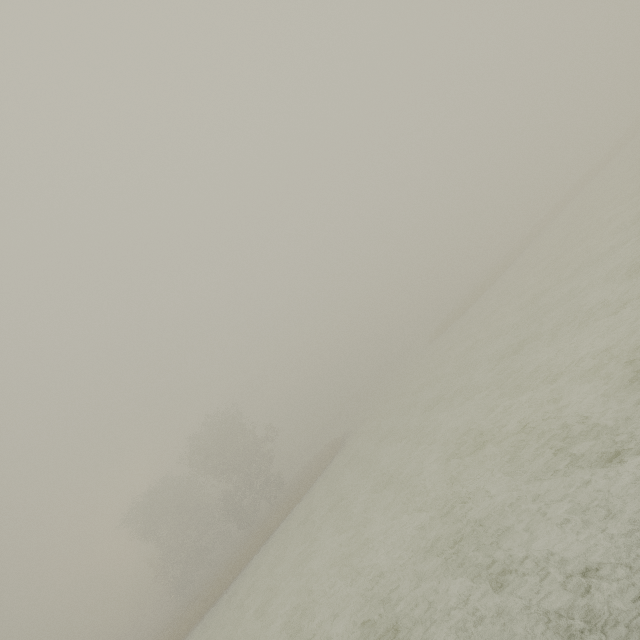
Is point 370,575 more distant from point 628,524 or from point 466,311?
point 466,311
